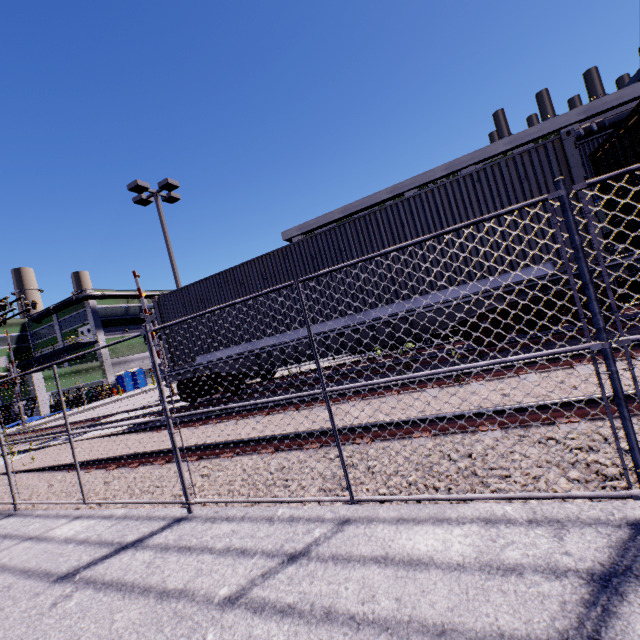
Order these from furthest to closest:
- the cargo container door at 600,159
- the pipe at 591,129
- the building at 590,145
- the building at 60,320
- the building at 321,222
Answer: the building at 60,320 → the building at 321,222 → the pipe at 591,129 → the building at 590,145 → the cargo container door at 600,159

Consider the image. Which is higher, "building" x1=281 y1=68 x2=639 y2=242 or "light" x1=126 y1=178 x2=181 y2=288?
"building" x1=281 y1=68 x2=639 y2=242

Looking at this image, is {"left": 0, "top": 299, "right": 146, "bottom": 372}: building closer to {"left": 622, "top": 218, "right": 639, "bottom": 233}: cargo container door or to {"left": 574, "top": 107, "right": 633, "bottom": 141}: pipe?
{"left": 574, "top": 107, "right": 633, "bottom": 141}: pipe

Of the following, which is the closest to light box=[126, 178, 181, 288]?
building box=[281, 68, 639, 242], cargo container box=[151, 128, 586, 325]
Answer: cargo container box=[151, 128, 586, 325]

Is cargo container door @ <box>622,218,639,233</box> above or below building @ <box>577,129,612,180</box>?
below

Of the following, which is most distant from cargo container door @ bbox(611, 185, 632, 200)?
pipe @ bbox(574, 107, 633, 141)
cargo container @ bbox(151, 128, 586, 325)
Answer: pipe @ bbox(574, 107, 633, 141)

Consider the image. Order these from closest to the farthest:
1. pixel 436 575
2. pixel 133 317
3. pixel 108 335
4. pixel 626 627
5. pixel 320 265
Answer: pixel 626 627 → pixel 436 575 → pixel 320 265 → pixel 108 335 → pixel 133 317

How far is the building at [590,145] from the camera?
13.45m
